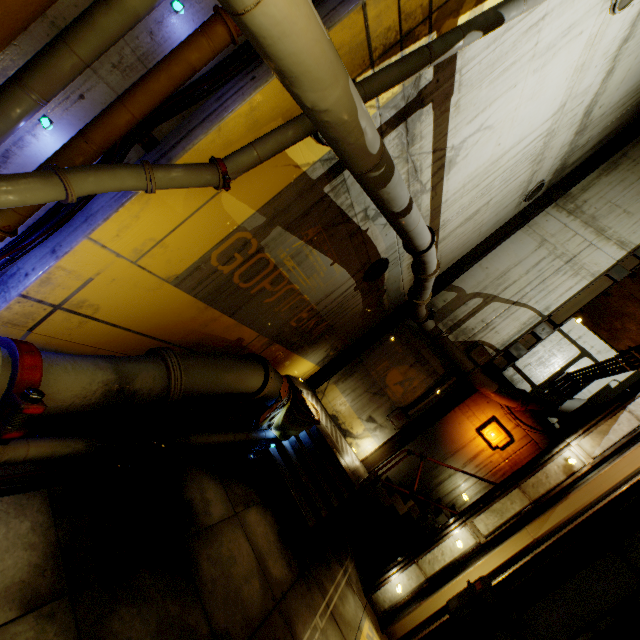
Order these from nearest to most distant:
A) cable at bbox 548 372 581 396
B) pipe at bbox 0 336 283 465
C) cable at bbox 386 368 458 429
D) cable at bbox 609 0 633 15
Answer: pipe at bbox 0 336 283 465
cable at bbox 609 0 633 15
cable at bbox 548 372 581 396
cable at bbox 386 368 458 429

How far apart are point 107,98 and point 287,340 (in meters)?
6.29

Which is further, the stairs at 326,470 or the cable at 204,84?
the stairs at 326,470

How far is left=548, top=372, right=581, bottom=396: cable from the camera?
9.7m

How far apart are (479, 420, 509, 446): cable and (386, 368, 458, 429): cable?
1.5 meters

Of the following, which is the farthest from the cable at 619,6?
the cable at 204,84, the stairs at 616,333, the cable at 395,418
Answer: the cable at 395,418

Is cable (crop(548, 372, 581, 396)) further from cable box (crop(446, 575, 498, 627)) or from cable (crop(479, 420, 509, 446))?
cable box (crop(446, 575, 498, 627))

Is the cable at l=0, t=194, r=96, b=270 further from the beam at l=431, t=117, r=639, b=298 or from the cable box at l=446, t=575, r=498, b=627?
the beam at l=431, t=117, r=639, b=298
